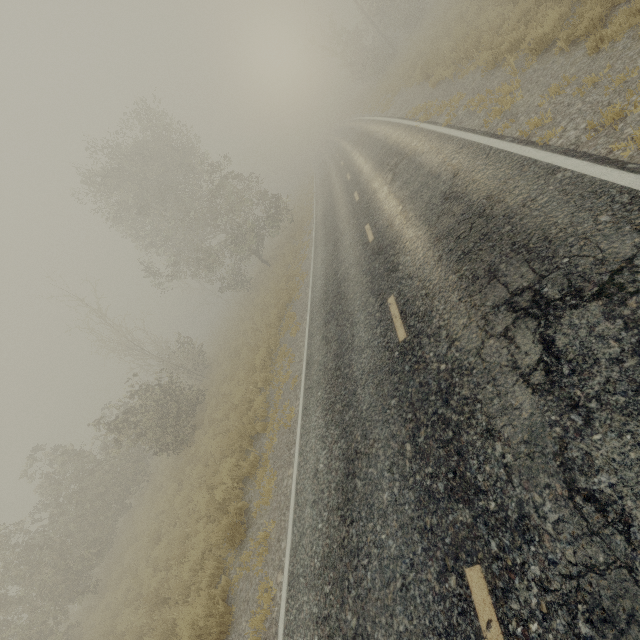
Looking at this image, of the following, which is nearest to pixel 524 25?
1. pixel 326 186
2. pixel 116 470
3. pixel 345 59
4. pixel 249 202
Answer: pixel 326 186

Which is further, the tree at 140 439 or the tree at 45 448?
the tree at 45 448

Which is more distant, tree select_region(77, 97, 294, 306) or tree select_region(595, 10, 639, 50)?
tree select_region(77, 97, 294, 306)

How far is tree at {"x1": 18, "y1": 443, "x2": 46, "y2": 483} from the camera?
18.7 meters

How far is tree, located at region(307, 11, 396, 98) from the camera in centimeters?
3062cm

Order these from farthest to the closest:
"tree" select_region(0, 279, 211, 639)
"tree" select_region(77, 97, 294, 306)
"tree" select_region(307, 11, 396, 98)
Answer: "tree" select_region(307, 11, 396, 98) → "tree" select_region(77, 97, 294, 306) → "tree" select_region(0, 279, 211, 639)
